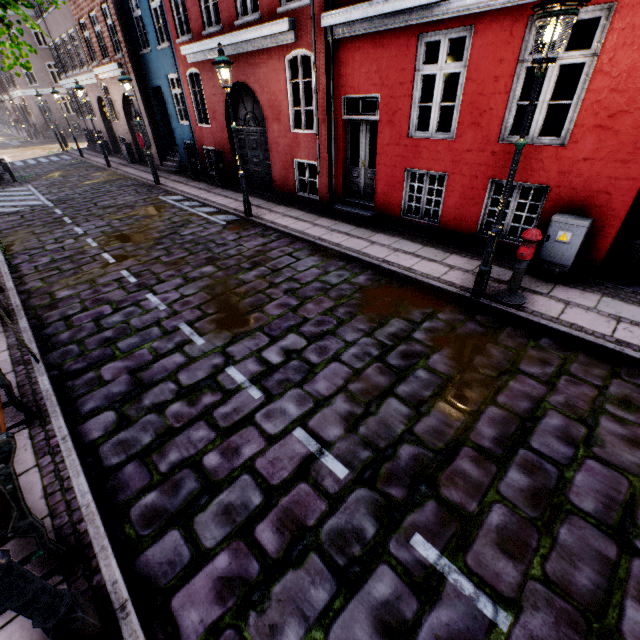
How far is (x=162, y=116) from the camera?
15.7m

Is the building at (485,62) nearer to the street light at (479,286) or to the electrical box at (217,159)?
the electrical box at (217,159)

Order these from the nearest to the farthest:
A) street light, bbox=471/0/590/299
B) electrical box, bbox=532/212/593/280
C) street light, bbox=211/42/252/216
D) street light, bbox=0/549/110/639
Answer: street light, bbox=0/549/110/639, street light, bbox=471/0/590/299, electrical box, bbox=532/212/593/280, street light, bbox=211/42/252/216

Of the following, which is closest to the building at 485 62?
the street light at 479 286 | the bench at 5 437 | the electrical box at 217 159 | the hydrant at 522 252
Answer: the electrical box at 217 159

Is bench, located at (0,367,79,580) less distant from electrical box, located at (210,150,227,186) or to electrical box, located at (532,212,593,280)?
electrical box, located at (532,212,593,280)

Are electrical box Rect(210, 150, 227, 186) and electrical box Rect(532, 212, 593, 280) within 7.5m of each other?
no

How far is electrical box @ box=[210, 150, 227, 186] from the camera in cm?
1248

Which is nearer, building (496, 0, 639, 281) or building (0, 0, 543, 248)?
building (496, 0, 639, 281)
